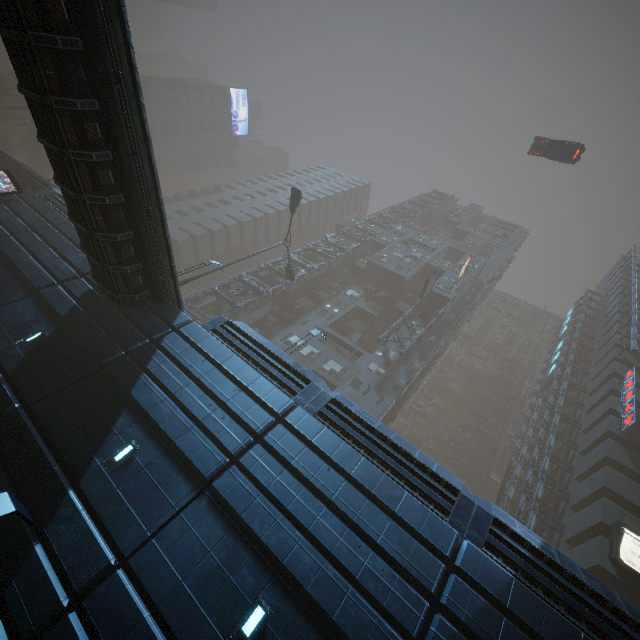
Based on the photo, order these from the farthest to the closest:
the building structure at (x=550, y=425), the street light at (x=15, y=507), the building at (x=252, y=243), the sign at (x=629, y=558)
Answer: the building at (x=252, y=243) < the building structure at (x=550, y=425) < the sign at (x=629, y=558) < the street light at (x=15, y=507)

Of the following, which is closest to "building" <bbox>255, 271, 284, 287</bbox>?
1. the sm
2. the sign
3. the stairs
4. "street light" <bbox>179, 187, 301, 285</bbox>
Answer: the sign

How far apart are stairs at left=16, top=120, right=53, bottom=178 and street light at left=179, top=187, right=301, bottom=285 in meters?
41.8

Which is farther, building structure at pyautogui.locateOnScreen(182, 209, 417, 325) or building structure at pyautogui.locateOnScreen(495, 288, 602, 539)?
building structure at pyautogui.locateOnScreen(182, 209, 417, 325)

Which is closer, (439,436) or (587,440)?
(587,440)

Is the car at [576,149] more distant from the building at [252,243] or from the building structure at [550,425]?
the building structure at [550,425]

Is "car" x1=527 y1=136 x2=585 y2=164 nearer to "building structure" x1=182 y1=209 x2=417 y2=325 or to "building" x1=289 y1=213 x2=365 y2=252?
"building" x1=289 y1=213 x2=365 y2=252

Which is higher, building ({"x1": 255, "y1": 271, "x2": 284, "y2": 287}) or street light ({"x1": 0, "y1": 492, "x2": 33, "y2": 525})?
building ({"x1": 255, "y1": 271, "x2": 284, "y2": 287})
